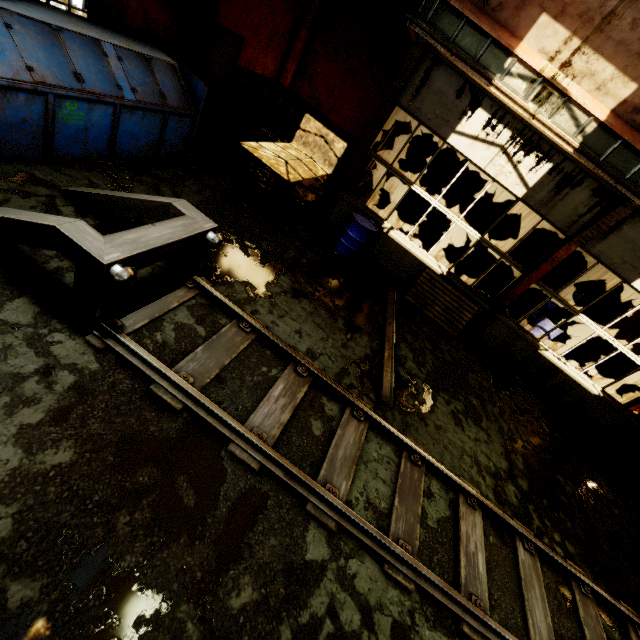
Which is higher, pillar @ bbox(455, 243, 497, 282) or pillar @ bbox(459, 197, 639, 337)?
pillar @ bbox(459, 197, 639, 337)

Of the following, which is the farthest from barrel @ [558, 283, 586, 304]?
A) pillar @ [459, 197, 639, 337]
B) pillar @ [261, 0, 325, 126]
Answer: pillar @ [261, 0, 325, 126]

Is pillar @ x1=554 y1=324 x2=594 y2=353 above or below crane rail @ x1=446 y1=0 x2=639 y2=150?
below

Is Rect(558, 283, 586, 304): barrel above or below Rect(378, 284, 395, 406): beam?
above

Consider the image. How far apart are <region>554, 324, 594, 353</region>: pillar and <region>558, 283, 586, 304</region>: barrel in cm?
160

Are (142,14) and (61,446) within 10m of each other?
yes

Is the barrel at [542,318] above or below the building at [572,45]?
below

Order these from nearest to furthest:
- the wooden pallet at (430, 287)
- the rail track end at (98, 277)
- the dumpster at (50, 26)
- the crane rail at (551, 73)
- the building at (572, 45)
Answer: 1. the rail track end at (98, 277)
2. the dumpster at (50, 26)
3. the building at (572, 45)
4. the crane rail at (551, 73)
5. the wooden pallet at (430, 287)
